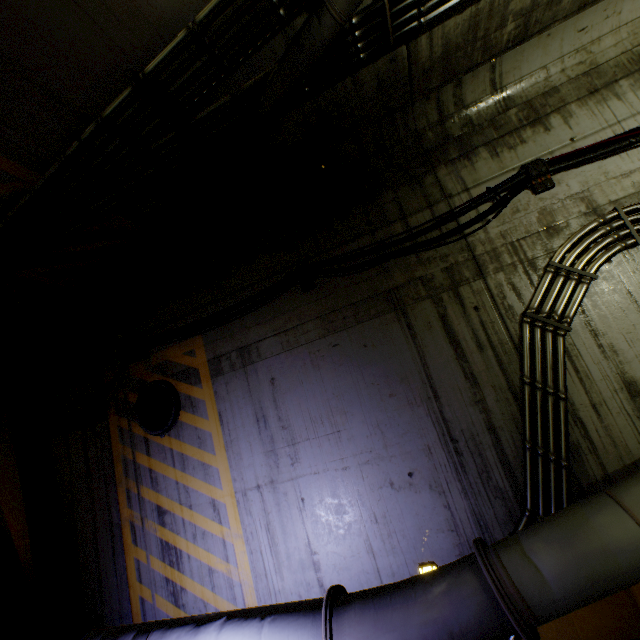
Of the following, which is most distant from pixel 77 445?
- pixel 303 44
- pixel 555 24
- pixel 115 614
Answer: pixel 555 24

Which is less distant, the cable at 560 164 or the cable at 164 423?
the cable at 560 164

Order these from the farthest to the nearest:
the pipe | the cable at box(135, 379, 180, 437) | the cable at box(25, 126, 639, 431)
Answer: the cable at box(135, 379, 180, 437) < the cable at box(25, 126, 639, 431) < the pipe

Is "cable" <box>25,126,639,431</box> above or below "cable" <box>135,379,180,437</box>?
above

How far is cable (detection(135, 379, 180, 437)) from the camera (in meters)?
4.82

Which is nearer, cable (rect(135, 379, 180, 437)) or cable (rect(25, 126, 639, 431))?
cable (rect(25, 126, 639, 431))

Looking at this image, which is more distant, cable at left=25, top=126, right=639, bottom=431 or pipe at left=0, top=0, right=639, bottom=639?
cable at left=25, top=126, right=639, bottom=431

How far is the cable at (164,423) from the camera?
4.8 meters
